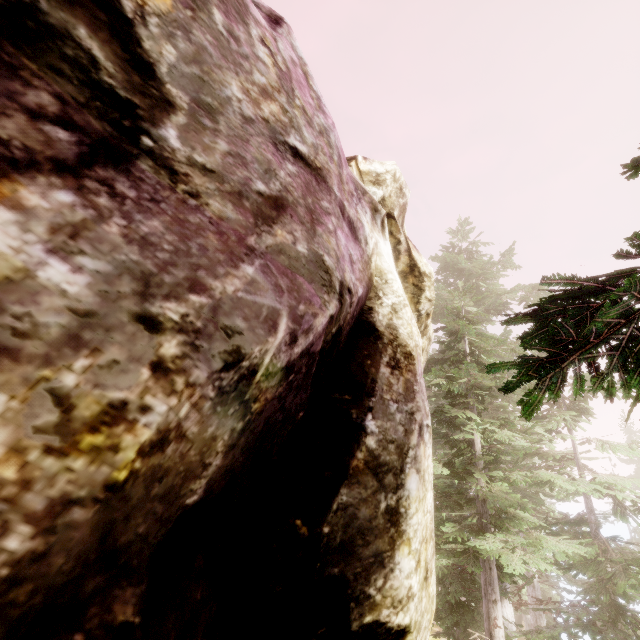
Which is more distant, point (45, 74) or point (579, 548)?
point (579, 548)
